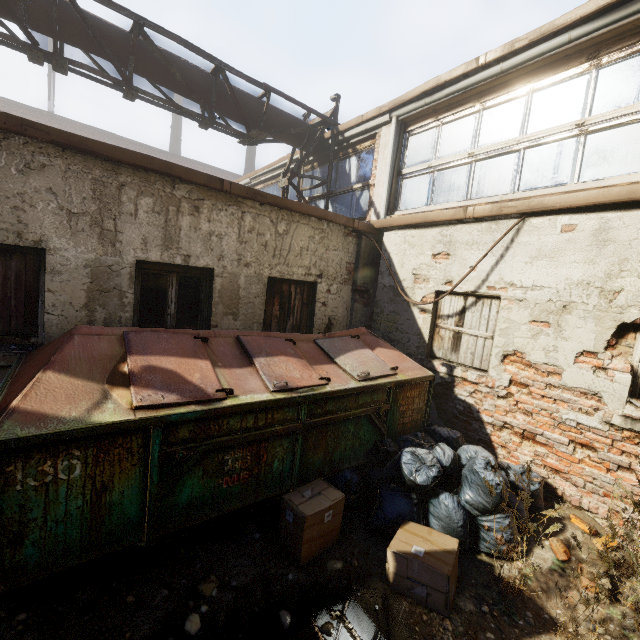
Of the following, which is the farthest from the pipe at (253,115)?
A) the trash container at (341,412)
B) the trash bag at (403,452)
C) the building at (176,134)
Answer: the building at (176,134)

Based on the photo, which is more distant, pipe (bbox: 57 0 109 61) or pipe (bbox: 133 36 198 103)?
pipe (bbox: 133 36 198 103)

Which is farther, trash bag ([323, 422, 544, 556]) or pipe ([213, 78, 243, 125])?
pipe ([213, 78, 243, 125])

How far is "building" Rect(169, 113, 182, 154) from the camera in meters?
31.1

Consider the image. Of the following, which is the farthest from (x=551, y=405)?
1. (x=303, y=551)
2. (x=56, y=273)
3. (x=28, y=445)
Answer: (x=56, y=273)

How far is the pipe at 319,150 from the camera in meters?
8.0

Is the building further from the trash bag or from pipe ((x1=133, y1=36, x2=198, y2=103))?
the trash bag

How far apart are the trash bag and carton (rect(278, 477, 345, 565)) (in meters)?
0.33
